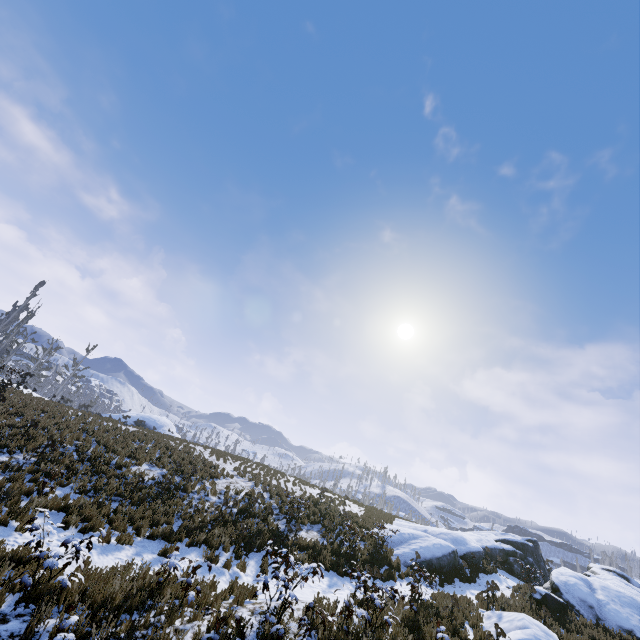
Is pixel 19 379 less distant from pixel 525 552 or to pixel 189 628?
pixel 189 628

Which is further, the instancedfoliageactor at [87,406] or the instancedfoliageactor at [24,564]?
the instancedfoliageactor at [87,406]

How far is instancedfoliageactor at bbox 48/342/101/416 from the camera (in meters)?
21.95

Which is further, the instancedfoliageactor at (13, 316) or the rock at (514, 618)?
the instancedfoliageactor at (13, 316)

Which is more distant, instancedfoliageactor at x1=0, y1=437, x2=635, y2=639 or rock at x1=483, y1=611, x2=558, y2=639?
rock at x1=483, y1=611, x2=558, y2=639

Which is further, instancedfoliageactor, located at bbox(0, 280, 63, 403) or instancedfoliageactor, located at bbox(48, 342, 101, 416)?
instancedfoliageactor, located at bbox(48, 342, 101, 416)

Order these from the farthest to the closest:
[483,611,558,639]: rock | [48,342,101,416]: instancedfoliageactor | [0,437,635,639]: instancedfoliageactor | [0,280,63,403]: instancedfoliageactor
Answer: [48,342,101,416]: instancedfoliageactor → [0,280,63,403]: instancedfoliageactor → [483,611,558,639]: rock → [0,437,635,639]: instancedfoliageactor
